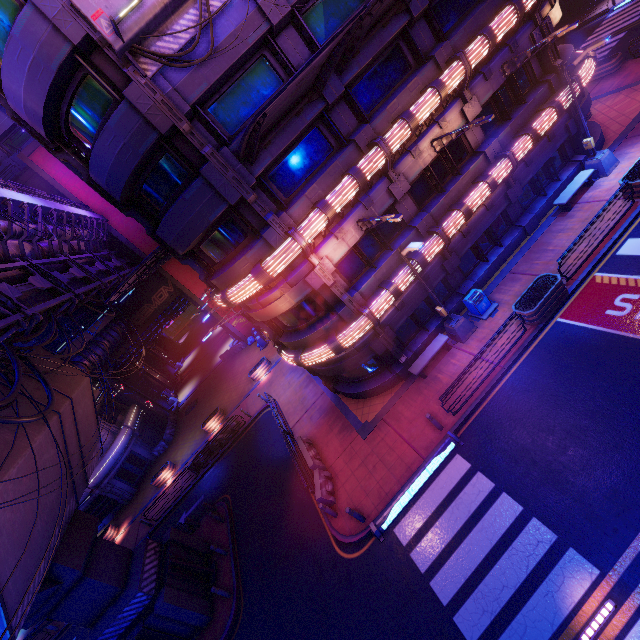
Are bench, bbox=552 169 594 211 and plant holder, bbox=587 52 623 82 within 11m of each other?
no

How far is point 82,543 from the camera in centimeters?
1386cm

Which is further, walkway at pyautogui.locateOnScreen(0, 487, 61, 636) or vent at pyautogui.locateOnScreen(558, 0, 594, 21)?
vent at pyautogui.locateOnScreen(558, 0, 594, 21)

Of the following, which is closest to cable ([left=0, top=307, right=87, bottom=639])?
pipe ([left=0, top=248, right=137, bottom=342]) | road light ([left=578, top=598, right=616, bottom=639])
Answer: pipe ([left=0, top=248, right=137, bottom=342])

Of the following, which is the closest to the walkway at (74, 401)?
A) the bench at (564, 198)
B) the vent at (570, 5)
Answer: the bench at (564, 198)

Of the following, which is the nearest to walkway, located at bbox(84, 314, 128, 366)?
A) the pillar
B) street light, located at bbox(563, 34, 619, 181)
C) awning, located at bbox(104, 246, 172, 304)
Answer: the pillar

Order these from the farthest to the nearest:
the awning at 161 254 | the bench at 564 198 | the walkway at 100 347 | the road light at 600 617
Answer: the walkway at 100 347
the bench at 564 198
the awning at 161 254
the road light at 600 617

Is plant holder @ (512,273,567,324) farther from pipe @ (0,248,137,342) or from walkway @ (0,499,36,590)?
walkway @ (0,499,36,590)
